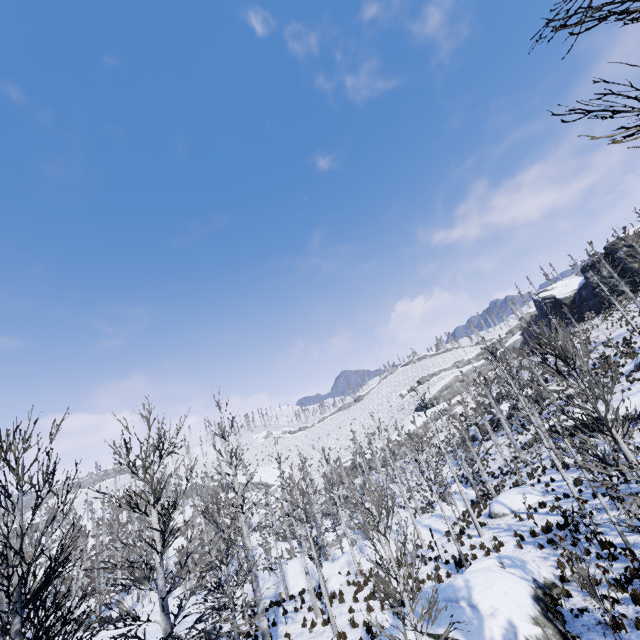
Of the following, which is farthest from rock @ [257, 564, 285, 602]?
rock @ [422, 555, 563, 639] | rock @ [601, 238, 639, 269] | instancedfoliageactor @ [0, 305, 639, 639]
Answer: rock @ [601, 238, 639, 269]

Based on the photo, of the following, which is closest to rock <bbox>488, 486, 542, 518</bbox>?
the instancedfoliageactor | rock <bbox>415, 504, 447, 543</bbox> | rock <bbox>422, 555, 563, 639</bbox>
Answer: the instancedfoliageactor

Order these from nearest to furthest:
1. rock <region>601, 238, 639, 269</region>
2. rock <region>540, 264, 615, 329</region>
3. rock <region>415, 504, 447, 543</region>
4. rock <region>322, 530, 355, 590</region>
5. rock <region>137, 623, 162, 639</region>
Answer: rock <region>137, 623, 162, 639</region>
rock <region>322, 530, 355, 590</region>
rock <region>415, 504, 447, 543</region>
rock <region>601, 238, 639, 269</region>
rock <region>540, 264, 615, 329</region>

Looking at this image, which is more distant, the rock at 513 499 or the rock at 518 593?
the rock at 513 499

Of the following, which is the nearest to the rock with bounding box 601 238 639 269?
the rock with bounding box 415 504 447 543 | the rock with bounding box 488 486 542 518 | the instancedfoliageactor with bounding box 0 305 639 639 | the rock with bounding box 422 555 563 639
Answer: the instancedfoliageactor with bounding box 0 305 639 639

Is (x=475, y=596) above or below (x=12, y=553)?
below

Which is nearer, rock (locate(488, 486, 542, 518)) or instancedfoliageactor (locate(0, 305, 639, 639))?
instancedfoliageactor (locate(0, 305, 639, 639))

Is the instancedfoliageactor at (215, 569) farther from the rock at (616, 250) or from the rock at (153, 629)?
the rock at (616, 250)
